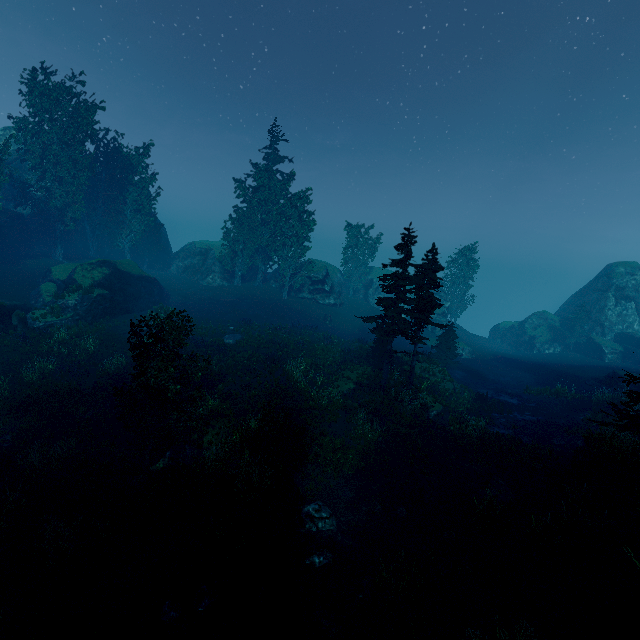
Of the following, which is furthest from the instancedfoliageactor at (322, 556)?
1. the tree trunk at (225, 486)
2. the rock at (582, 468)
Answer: the tree trunk at (225, 486)

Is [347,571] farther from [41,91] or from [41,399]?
[41,91]

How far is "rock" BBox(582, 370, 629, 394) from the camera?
26.31m

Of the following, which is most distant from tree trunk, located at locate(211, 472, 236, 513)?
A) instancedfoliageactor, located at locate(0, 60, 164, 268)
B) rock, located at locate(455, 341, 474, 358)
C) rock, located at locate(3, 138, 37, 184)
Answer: rock, located at locate(455, 341, 474, 358)

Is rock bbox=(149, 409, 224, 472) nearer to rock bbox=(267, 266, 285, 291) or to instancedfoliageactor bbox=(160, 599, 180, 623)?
instancedfoliageactor bbox=(160, 599, 180, 623)

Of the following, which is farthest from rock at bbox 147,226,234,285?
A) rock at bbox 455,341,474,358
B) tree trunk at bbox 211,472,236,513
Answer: rock at bbox 455,341,474,358

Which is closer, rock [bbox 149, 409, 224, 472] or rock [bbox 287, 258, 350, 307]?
rock [bbox 149, 409, 224, 472]

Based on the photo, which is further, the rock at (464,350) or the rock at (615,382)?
the rock at (464,350)
